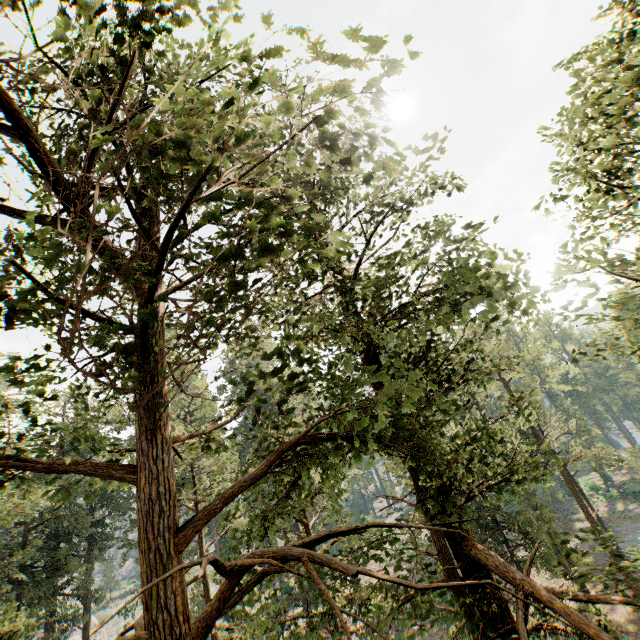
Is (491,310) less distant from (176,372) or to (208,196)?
(208,196)

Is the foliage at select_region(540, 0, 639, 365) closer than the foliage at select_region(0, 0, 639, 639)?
No

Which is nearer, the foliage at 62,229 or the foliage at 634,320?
the foliage at 62,229
